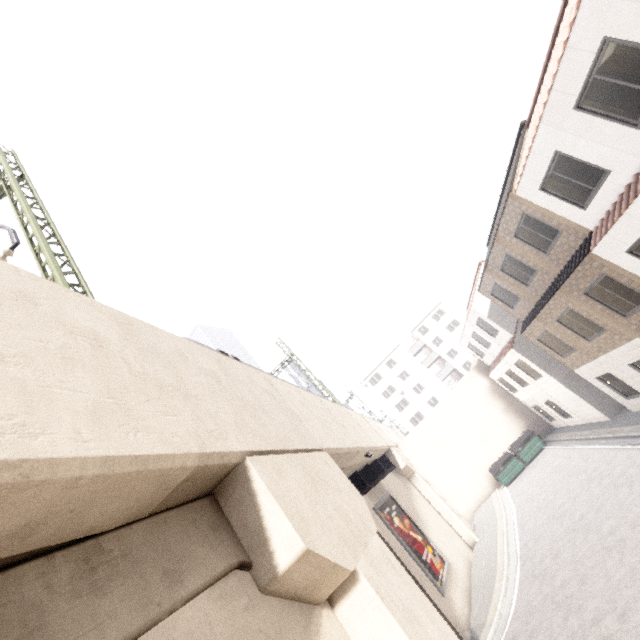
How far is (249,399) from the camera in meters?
6.8

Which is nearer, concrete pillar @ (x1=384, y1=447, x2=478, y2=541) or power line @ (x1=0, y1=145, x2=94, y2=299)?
power line @ (x1=0, y1=145, x2=94, y2=299)

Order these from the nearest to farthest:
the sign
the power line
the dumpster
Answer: the power line < the sign < the dumpster

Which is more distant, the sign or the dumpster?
the dumpster

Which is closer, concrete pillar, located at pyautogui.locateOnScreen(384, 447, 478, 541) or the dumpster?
concrete pillar, located at pyautogui.locateOnScreen(384, 447, 478, 541)

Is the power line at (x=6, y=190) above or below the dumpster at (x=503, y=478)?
above

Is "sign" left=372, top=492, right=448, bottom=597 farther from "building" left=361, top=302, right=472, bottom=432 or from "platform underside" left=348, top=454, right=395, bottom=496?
"building" left=361, top=302, right=472, bottom=432

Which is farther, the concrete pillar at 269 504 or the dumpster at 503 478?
the dumpster at 503 478
